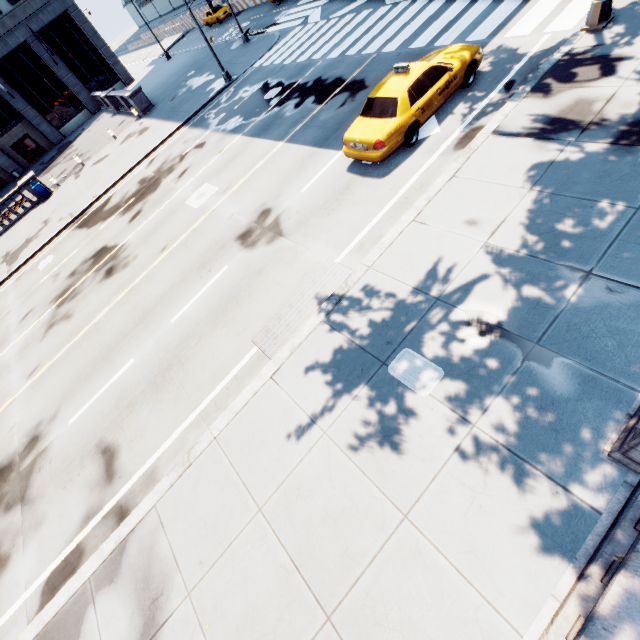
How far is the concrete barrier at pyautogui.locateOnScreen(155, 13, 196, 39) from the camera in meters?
46.3 m

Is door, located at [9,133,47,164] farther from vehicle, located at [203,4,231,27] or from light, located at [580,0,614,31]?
light, located at [580,0,614,31]

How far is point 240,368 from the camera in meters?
7.9

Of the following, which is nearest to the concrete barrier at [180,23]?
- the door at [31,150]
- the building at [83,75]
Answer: the building at [83,75]

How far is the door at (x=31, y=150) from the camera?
37.16m

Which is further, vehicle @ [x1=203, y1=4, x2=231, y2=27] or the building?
vehicle @ [x1=203, y1=4, x2=231, y2=27]

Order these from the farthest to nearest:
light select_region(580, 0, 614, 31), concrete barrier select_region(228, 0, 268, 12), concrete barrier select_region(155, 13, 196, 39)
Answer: concrete barrier select_region(155, 13, 196, 39), concrete barrier select_region(228, 0, 268, 12), light select_region(580, 0, 614, 31)

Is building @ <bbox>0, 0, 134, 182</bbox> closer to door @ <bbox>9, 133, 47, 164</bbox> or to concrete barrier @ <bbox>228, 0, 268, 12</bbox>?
door @ <bbox>9, 133, 47, 164</bbox>
